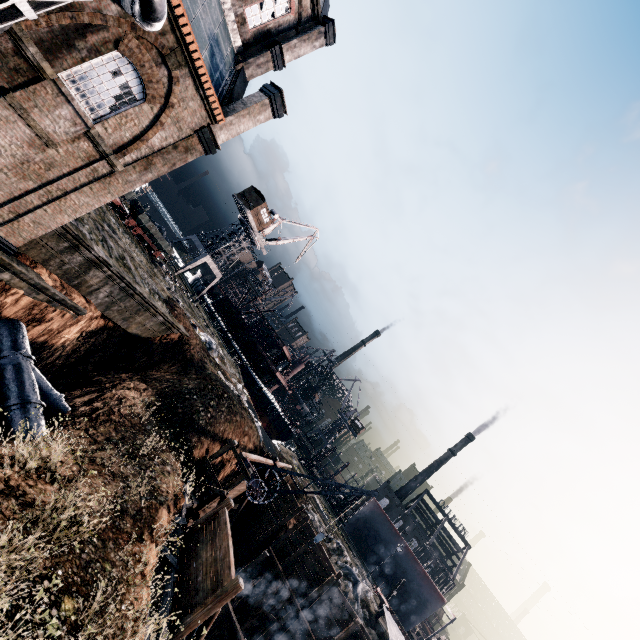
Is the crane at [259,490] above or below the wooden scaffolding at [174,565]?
above

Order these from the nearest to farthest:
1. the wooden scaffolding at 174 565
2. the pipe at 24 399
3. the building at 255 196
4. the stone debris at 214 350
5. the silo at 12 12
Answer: the silo at 12 12 < the wooden scaffolding at 174 565 < the pipe at 24 399 < the stone debris at 214 350 < the building at 255 196

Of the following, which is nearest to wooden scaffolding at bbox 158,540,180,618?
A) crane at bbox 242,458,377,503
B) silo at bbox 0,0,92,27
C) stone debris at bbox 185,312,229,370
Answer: crane at bbox 242,458,377,503

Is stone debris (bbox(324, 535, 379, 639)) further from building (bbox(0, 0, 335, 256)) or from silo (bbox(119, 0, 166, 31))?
silo (bbox(119, 0, 166, 31))

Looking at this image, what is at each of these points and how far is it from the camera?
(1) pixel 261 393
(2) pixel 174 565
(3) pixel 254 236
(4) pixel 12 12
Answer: (1) ship, 52.34m
(2) wooden scaffolding, 14.70m
(3) crane, 52.00m
(4) silo, 9.75m

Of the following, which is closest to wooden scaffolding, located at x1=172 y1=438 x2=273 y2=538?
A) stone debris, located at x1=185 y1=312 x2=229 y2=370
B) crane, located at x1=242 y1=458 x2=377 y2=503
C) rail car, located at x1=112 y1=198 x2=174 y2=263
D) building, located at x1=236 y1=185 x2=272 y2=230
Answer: crane, located at x1=242 y1=458 x2=377 y2=503

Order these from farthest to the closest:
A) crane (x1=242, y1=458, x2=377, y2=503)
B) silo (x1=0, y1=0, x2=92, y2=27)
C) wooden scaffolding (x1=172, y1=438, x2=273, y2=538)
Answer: crane (x1=242, y1=458, x2=377, y2=503), wooden scaffolding (x1=172, y1=438, x2=273, y2=538), silo (x1=0, y1=0, x2=92, y2=27)

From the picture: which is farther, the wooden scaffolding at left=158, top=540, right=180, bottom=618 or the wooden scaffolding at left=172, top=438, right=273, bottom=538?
the wooden scaffolding at left=172, top=438, right=273, bottom=538
